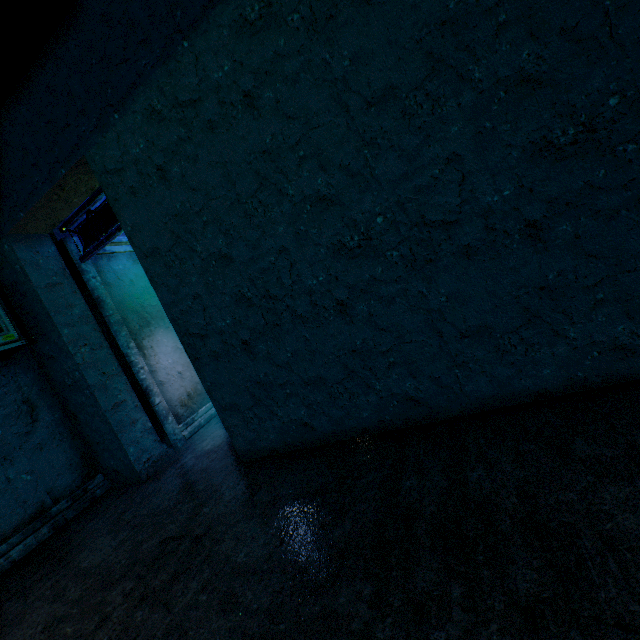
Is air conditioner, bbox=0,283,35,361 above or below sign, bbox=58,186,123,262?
below

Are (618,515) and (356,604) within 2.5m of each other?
yes

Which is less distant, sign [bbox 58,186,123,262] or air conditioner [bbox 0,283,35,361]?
air conditioner [bbox 0,283,35,361]

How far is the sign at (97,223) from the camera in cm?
361

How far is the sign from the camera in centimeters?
361cm

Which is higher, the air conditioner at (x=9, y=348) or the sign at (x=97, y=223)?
the sign at (x=97, y=223)
